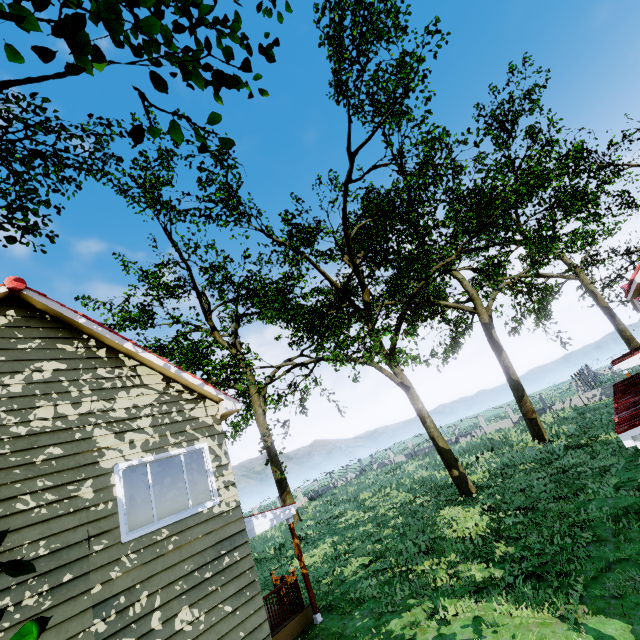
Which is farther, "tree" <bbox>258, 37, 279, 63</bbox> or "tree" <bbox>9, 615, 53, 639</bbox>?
"tree" <bbox>258, 37, 279, 63</bbox>

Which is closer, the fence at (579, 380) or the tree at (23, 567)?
the tree at (23, 567)

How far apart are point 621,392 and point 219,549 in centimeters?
904cm

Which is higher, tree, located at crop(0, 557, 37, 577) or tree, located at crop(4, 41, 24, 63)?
tree, located at crop(4, 41, 24, 63)

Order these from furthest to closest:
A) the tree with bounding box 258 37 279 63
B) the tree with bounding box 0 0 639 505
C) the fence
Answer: the fence, the tree with bounding box 258 37 279 63, the tree with bounding box 0 0 639 505

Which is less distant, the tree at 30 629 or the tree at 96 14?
the tree at 30 629
